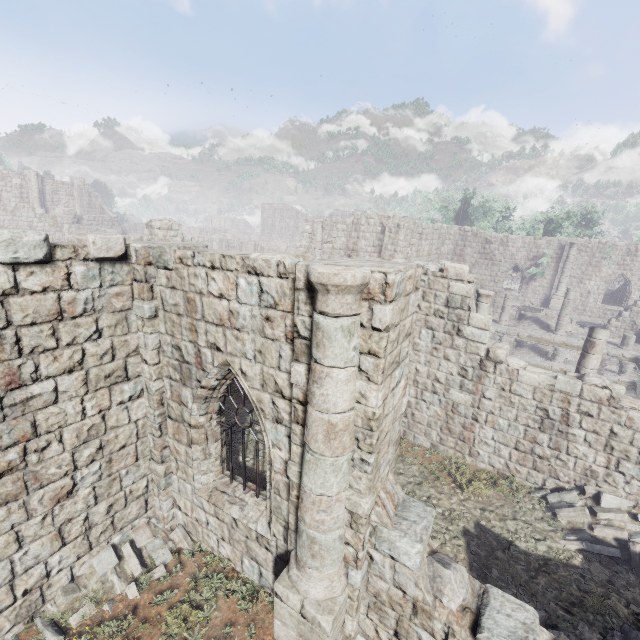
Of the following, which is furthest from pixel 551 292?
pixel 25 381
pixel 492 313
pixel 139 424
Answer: pixel 25 381

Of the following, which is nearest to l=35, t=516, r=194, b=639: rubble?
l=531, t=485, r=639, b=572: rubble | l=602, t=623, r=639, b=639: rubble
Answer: l=602, t=623, r=639, b=639: rubble

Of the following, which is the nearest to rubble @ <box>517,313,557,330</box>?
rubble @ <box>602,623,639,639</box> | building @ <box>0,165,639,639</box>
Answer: building @ <box>0,165,639,639</box>

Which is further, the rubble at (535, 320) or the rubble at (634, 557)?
the rubble at (535, 320)

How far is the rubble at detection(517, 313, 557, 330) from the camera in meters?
23.4

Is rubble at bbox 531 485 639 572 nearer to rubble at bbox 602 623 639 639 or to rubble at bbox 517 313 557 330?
rubble at bbox 602 623 639 639

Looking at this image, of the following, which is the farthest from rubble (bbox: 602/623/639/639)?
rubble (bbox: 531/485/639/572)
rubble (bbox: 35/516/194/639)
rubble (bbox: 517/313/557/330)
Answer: rubble (bbox: 517/313/557/330)

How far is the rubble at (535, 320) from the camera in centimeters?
2338cm
